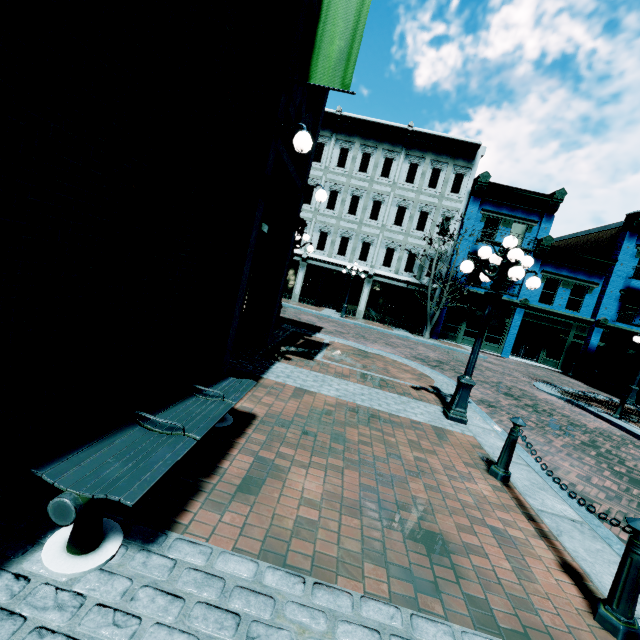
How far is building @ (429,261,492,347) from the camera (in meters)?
22.25

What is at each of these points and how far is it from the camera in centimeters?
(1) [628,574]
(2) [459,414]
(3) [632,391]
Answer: (1) chain link post, 244cm
(2) light, 627cm
(3) light, 1445cm

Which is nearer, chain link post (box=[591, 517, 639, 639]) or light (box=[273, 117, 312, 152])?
chain link post (box=[591, 517, 639, 639])

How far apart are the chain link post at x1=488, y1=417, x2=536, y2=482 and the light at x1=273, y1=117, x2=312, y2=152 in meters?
5.0

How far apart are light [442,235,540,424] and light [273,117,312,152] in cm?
347

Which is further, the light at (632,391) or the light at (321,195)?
the light at (632,391)

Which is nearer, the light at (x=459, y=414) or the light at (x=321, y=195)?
the light at (x=459, y=414)

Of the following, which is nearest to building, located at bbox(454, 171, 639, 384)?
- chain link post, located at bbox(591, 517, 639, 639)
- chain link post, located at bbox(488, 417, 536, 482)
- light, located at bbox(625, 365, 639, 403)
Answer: light, located at bbox(625, 365, 639, 403)
